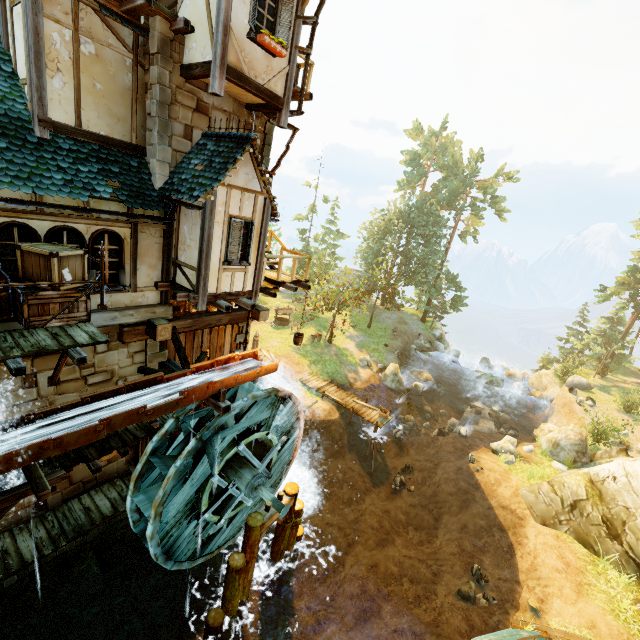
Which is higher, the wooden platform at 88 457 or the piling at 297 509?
the wooden platform at 88 457

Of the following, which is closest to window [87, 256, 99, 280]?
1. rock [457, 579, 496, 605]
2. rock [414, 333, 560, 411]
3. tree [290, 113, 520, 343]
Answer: rock [457, 579, 496, 605]

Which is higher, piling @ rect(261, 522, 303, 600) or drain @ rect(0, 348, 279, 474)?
drain @ rect(0, 348, 279, 474)

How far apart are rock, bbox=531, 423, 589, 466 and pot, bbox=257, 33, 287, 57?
24.20m

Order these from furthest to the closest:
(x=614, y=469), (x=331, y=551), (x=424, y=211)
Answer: (x=424, y=211), (x=614, y=469), (x=331, y=551)

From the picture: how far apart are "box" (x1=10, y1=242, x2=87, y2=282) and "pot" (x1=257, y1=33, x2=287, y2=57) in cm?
633

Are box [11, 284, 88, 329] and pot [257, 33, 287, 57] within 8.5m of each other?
yes

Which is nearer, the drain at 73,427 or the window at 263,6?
the drain at 73,427
